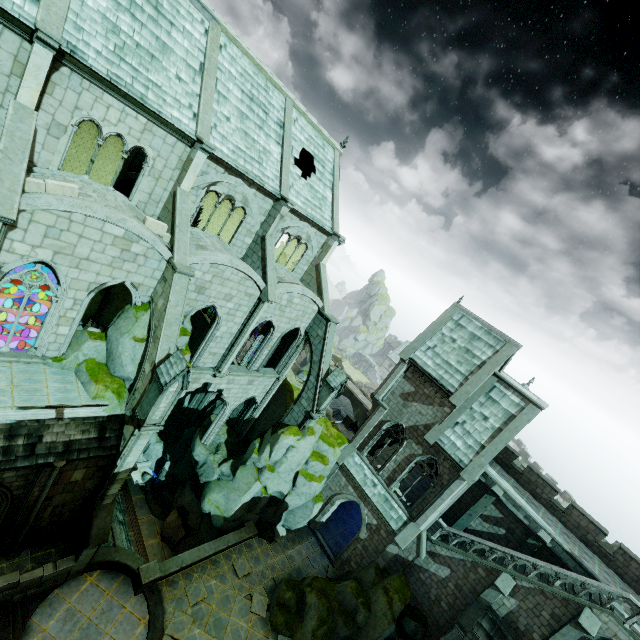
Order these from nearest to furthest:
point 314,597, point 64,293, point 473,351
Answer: point 64,293
point 314,597
point 473,351

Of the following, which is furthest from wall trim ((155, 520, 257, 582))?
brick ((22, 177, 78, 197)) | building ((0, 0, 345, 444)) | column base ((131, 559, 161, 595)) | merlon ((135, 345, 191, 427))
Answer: brick ((22, 177, 78, 197))

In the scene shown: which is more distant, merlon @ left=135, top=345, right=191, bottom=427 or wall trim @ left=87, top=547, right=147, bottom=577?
wall trim @ left=87, top=547, right=147, bottom=577

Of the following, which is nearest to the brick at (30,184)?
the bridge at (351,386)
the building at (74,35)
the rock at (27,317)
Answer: the building at (74,35)

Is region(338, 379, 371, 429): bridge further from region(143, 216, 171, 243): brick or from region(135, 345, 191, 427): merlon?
region(143, 216, 171, 243): brick

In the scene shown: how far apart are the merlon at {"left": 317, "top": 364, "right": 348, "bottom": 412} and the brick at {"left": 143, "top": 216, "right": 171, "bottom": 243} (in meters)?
13.22

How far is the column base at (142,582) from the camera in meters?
16.5 m

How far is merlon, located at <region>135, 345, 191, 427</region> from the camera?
12.89m
